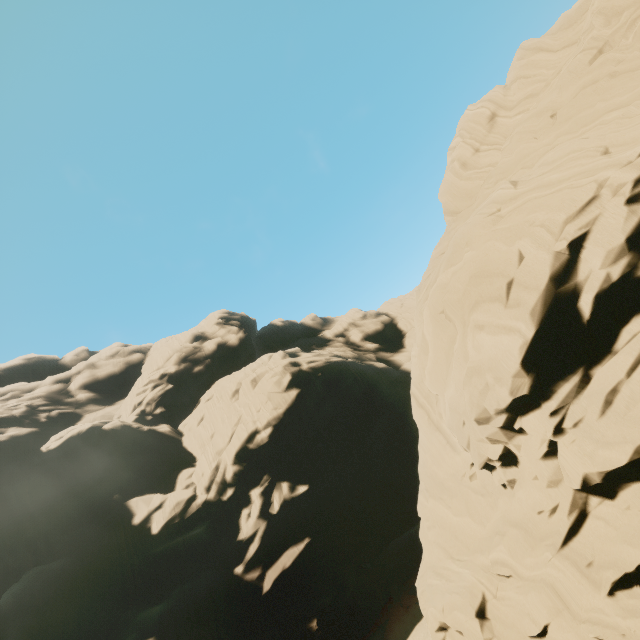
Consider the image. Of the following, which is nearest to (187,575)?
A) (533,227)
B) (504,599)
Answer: (504,599)
